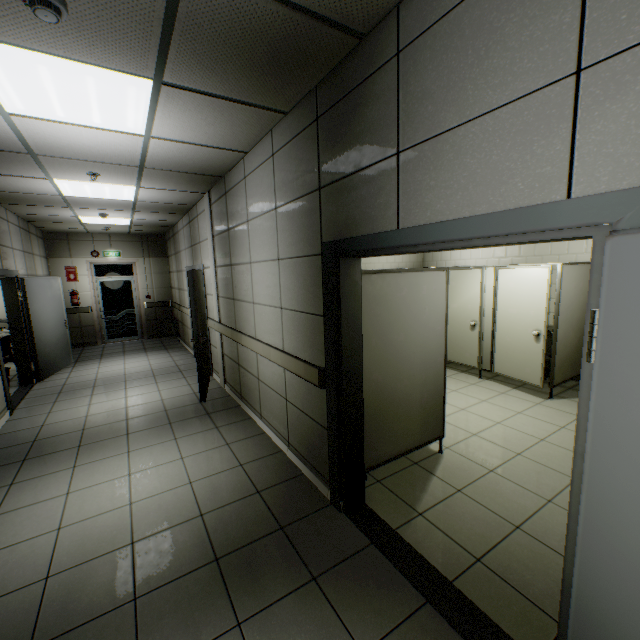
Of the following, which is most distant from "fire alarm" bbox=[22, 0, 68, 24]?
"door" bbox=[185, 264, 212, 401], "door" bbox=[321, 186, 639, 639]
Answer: "door" bbox=[185, 264, 212, 401]

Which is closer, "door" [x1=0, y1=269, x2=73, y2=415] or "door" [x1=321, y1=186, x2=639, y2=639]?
"door" [x1=321, y1=186, x2=639, y2=639]

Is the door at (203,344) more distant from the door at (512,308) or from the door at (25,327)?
the door at (512,308)

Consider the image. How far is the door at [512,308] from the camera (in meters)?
4.56

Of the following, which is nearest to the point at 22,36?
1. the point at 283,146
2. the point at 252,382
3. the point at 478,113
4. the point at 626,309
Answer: the point at 283,146

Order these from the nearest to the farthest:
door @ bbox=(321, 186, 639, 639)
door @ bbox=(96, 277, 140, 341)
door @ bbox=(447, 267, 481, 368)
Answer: door @ bbox=(321, 186, 639, 639) < door @ bbox=(447, 267, 481, 368) < door @ bbox=(96, 277, 140, 341)

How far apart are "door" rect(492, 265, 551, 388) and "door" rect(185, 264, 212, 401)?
4.7m

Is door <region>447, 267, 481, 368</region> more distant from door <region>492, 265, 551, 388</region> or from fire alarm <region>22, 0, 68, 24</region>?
fire alarm <region>22, 0, 68, 24</region>
